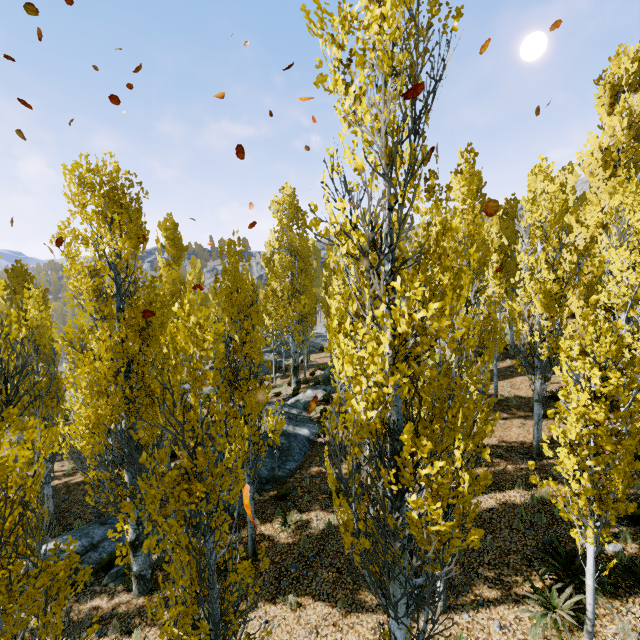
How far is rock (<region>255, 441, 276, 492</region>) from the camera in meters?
12.9 m

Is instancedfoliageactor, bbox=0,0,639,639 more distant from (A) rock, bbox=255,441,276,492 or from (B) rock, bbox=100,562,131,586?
(B) rock, bbox=100,562,131,586

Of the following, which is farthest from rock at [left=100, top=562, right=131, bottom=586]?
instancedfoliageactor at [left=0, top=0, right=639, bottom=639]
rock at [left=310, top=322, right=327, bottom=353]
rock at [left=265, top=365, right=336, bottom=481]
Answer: rock at [left=310, top=322, right=327, bottom=353]

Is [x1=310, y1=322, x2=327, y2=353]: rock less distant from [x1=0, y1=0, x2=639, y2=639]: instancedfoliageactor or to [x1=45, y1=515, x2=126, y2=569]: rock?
[x1=0, y1=0, x2=639, y2=639]: instancedfoliageactor

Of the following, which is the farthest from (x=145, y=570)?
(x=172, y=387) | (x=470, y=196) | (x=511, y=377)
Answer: (x=511, y=377)

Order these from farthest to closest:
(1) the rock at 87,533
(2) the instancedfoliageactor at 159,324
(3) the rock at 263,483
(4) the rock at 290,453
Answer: (4) the rock at 290,453 → (3) the rock at 263,483 → (1) the rock at 87,533 → (2) the instancedfoliageactor at 159,324

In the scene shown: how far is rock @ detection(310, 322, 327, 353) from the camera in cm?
3689

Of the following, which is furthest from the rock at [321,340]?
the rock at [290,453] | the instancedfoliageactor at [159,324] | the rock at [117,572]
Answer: the rock at [117,572]
